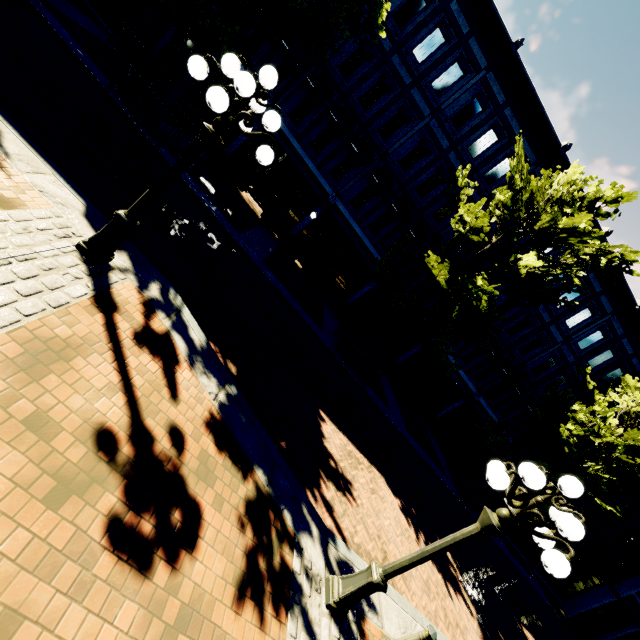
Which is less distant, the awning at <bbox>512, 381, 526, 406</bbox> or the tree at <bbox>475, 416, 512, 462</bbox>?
the tree at <bbox>475, 416, 512, 462</bbox>

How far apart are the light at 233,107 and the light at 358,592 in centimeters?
485cm

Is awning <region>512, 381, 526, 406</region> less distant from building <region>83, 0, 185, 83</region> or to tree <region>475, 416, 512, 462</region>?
building <region>83, 0, 185, 83</region>

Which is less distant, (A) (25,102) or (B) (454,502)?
(A) (25,102)

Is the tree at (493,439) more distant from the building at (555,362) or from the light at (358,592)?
the light at (358,592)

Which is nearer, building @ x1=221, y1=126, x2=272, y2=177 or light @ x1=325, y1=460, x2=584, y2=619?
light @ x1=325, y1=460, x2=584, y2=619

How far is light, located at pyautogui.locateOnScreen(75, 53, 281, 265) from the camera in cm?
370

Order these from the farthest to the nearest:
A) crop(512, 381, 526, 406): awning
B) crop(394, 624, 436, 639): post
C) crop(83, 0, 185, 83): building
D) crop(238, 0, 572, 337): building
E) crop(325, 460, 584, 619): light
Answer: crop(512, 381, 526, 406): awning
crop(238, 0, 572, 337): building
crop(83, 0, 185, 83): building
crop(394, 624, 436, 639): post
crop(325, 460, 584, 619): light
